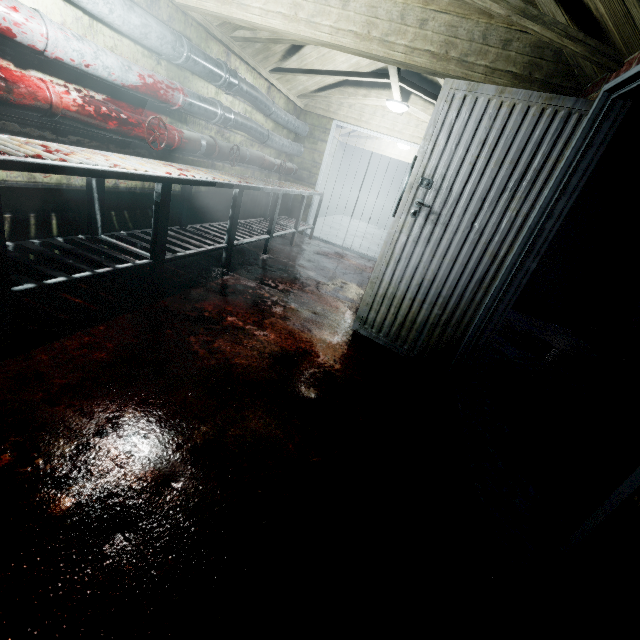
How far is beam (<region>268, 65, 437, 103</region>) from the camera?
3.6 meters

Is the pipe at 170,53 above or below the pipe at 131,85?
above

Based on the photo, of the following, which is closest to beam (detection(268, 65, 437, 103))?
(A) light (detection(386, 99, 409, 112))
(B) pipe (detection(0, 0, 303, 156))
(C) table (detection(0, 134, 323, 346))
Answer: (A) light (detection(386, 99, 409, 112))

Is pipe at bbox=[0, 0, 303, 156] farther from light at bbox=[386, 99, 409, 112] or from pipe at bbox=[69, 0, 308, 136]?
light at bbox=[386, 99, 409, 112]

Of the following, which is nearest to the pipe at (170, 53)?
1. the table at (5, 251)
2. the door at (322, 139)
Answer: the door at (322, 139)

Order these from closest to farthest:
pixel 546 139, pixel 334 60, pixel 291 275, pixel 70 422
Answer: pixel 70 422 < pixel 546 139 < pixel 291 275 < pixel 334 60

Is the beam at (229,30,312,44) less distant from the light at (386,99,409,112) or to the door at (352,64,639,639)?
the light at (386,99,409,112)

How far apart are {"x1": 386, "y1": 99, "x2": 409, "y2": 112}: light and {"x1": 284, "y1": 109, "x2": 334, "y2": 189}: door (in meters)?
1.08
